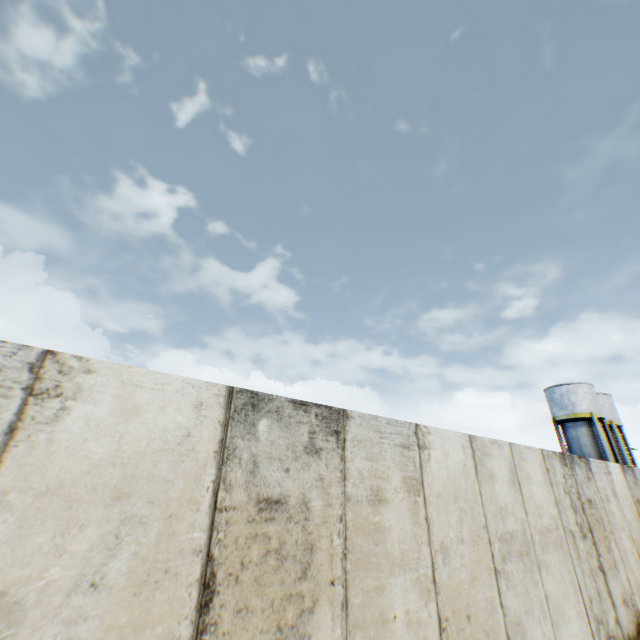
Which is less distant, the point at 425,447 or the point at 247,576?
the point at 247,576
